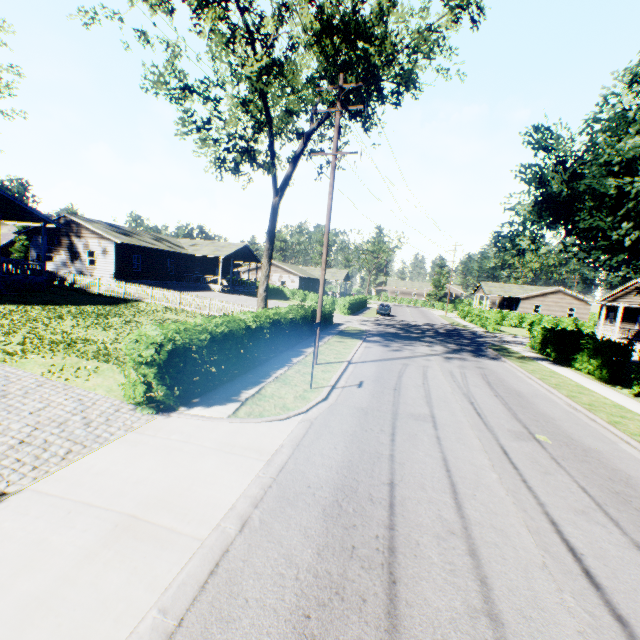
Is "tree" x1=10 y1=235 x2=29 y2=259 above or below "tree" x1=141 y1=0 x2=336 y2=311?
below

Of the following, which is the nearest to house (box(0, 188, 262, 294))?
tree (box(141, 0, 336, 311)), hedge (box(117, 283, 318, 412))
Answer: tree (box(141, 0, 336, 311))

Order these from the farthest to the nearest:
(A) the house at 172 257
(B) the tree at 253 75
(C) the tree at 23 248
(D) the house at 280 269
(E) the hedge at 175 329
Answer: (D) the house at 280 269 → (C) the tree at 23 248 → (A) the house at 172 257 → (B) the tree at 253 75 → (E) the hedge at 175 329

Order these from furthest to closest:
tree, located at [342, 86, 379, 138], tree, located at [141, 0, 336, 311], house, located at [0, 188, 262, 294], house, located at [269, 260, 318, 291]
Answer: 1. house, located at [269, 260, 318, 291]
2. house, located at [0, 188, 262, 294]
3. tree, located at [342, 86, 379, 138]
4. tree, located at [141, 0, 336, 311]

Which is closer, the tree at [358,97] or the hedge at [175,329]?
the hedge at [175,329]

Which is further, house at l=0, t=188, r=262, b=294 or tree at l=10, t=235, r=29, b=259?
tree at l=10, t=235, r=29, b=259

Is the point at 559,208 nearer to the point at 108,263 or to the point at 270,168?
the point at 270,168
